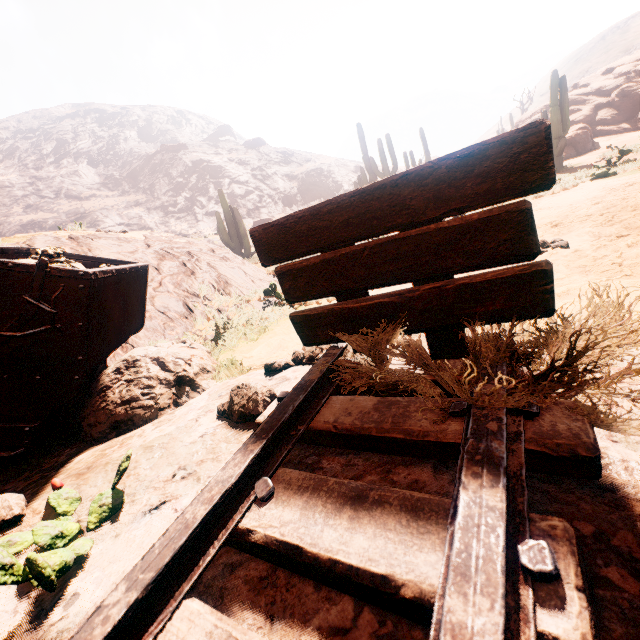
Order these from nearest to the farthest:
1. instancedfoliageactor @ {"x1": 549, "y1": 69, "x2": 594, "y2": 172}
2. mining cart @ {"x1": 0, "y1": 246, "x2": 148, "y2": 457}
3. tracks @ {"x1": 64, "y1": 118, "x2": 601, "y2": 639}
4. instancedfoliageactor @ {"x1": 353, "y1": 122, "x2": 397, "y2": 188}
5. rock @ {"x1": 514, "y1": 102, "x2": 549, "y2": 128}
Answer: tracks @ {"x1": 64, "y1": 118, "x2": 601, "y2": 639} < mining cart @ {"x1": 0, "y1": 246, "x2": 148, "y2": 457} < instancedfoliageactor @ {"x1": 549, "y1": 69, "x2": 594, "y2": 172} < instancedfoliageactor @ {"x1": 353, "y1": 122, "x2": 397, "y2": 188} < rock @ {"x1": 514, "y1": 102, "x2": 549, "y2": 128}

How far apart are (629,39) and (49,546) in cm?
9557

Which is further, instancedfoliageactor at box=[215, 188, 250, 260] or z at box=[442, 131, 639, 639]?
instancedfoliageactor at box=[215, 188, 250, 260]

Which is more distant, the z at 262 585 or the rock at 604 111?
the rock at 604 111

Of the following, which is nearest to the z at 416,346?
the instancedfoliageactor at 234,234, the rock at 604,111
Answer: the instancedfoliageactor at 234,234

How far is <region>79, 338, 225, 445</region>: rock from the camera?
2.1 meters

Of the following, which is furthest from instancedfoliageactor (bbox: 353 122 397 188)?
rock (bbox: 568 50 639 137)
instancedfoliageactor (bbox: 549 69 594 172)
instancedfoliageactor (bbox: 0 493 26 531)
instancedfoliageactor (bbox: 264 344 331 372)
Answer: instancedfoliageactor (bbox: 0 493 26 531)

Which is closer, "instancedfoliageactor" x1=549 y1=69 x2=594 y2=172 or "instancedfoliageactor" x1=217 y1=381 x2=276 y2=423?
"instancedfoliageactor" x1=217 y1=381 x2=276 y2=423
